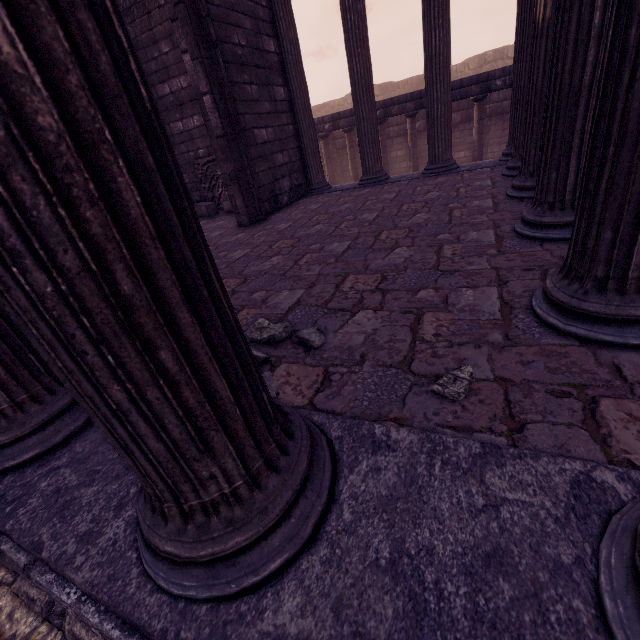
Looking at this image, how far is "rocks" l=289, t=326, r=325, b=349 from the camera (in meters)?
1.94

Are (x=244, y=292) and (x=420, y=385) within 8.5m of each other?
yes

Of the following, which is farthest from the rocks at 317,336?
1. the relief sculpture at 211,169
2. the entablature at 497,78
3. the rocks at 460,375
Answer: the entablature at 497,78

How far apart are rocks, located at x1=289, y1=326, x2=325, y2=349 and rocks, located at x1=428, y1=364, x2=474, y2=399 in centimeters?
71cm

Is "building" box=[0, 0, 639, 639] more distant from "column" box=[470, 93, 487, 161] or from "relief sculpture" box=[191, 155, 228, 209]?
"column" box=[470, 93, 487, 161]

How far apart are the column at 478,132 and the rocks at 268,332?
11.4m

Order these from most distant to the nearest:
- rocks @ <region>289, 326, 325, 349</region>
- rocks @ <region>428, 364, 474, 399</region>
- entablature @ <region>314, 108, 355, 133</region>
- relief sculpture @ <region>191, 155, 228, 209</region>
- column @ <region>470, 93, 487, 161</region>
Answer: entablature @ <region>314, 108, 355, 133</region> → column @ <region>470, 93, 487, 161</region> → relief sculpture @ <region>191, 155, 228, 209</region> → rocks @ <region>289, 326, 325, 349</region> → rocks @ <region>428, 364, 474, 399</region>

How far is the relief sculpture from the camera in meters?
8.0 m
